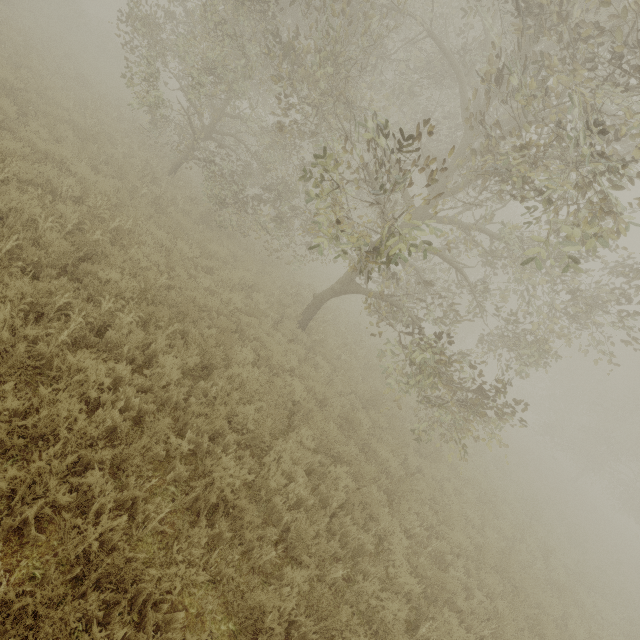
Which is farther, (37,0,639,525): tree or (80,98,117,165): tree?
(80,98,117,165): tree

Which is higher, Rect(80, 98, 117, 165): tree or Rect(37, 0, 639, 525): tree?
Rect(37, 0, 639, 525): tree

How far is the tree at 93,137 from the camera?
9.4 meters

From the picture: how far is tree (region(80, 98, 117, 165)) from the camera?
9.4m

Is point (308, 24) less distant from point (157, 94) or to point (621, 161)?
point (157, 94)

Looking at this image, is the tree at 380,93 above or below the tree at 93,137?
above
